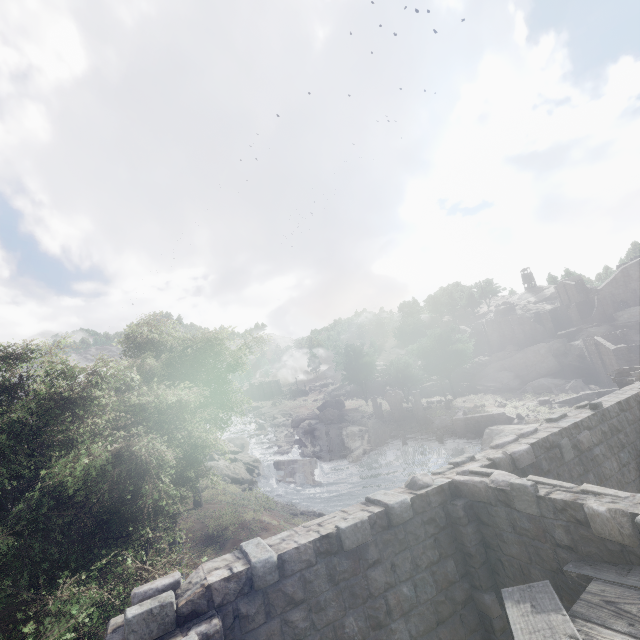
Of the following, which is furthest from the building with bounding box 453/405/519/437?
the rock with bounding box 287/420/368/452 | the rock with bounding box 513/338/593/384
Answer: the rock with bounding box 513/338/593/384

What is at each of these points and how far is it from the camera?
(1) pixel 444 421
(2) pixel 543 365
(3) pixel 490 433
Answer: (1) rubble, 44.0 meters
(2) rock, 57.3 meters
(3) rock, 36.1 meters

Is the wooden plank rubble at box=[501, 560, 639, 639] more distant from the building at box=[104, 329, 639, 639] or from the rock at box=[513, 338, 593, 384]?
the rock at box=[513, 338, 593, 384]

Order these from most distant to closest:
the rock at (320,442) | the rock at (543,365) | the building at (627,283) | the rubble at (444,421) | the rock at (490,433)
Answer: the building at (627,283), the rock at (543,365), the rock at (320,442), the rubble at (444,421), the rock at (490,433)

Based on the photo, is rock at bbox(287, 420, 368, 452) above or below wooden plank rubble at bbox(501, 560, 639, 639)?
below

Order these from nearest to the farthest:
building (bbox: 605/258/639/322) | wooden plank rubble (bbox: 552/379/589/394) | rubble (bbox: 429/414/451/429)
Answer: rubble (bbox: 429/414/451/429) → wooden plank rubble (bbox: 552/379/589/394) → building (bbox: 605/258/639/322)

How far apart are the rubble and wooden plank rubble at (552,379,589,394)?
18.1m

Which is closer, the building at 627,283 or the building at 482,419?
the building at 482,419
